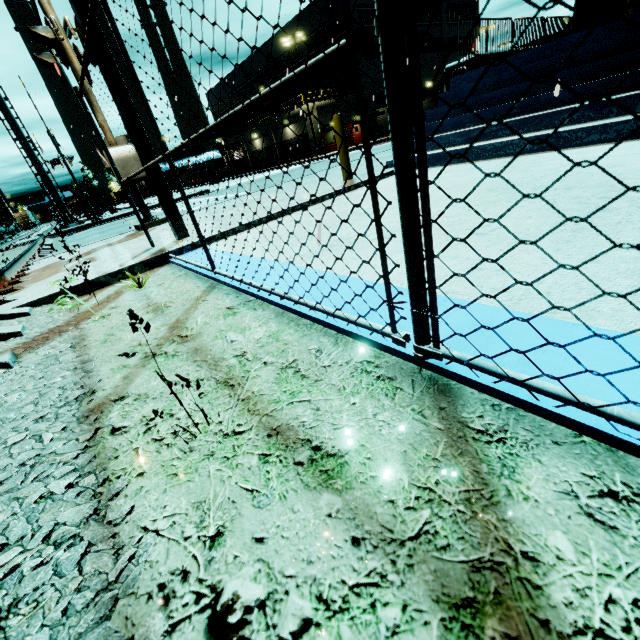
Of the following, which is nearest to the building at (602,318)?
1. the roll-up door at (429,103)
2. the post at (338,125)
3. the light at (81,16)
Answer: the roll-up door at (429,103)

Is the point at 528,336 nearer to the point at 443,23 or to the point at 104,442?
the point at 104,442

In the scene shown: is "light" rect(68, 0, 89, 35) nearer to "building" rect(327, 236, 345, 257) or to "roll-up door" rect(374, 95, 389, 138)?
"building" rect(327, 236, 345, 257)

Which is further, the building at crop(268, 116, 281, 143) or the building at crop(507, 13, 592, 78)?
the building at crop(268, 116, 281, 143)

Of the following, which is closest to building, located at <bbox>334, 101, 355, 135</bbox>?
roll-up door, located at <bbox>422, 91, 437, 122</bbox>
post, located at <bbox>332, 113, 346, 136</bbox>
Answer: roll-up door, located at <bbox>422, 91, 437, 122</bbox>

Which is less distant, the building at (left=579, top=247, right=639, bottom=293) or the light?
the building at (left=579, top=247, right=639, bottom=293)

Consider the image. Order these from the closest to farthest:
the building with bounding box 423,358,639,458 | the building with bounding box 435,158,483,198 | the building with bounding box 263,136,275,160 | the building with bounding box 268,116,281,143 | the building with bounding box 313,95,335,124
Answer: the building with bounding box 423,358,639,458 < the building with bounding box 435,158,483,198 < the building with bounding box 313,95,335,124 < the building with bounding box 268,116,281,143 < the building with bounding box 263,136,275,160

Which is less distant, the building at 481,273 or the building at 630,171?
the building at 481,273
